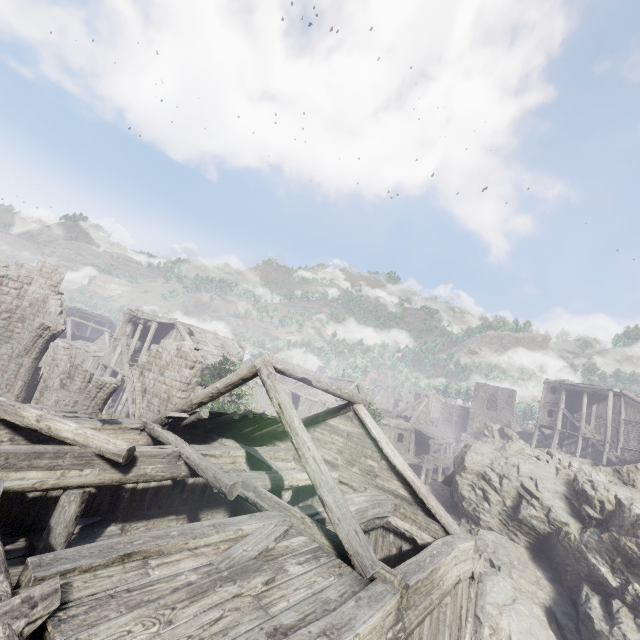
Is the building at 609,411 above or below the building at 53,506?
above

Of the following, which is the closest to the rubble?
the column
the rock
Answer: the rock

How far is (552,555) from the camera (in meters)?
14.12

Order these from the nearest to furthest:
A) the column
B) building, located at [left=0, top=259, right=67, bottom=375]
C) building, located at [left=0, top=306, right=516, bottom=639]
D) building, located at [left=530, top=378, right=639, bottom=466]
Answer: building, located at [left=0, top=306, right=516, bottom=639], the column, building, located at [left=0, top=259, right=67, bottom=375], building, located at [left=530, top=378, right=639, bottom=466]

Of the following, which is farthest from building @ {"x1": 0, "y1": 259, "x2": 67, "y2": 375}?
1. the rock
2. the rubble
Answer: the rubble

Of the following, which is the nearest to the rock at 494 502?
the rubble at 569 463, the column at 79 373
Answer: the rubble at 569 463

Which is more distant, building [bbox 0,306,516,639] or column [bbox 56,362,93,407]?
column [bbox 56,362,93,407]
